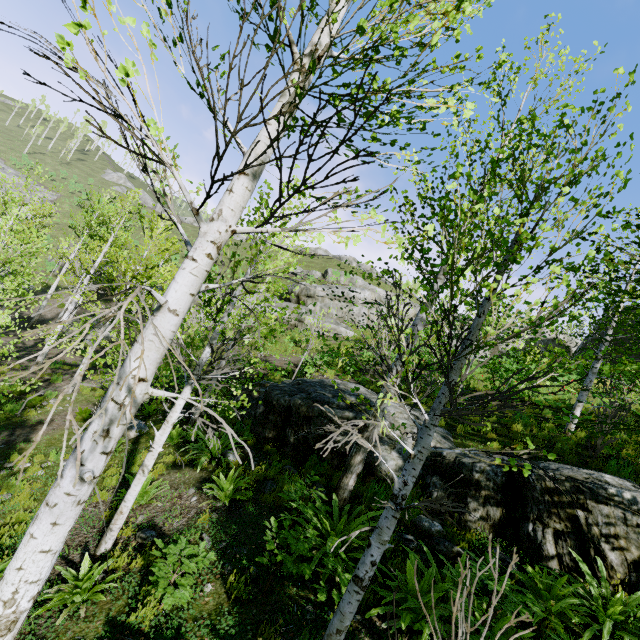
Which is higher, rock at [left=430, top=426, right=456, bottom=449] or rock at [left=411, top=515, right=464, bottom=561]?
rock at [left=430, top=426, right=456, bottom=449]

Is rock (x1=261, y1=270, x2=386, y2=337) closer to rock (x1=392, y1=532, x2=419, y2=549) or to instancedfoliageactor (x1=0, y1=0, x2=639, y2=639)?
rock (x1=392, y1=532, x2=419, y2=549)

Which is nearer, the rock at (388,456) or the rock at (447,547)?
the rock at (447,547)

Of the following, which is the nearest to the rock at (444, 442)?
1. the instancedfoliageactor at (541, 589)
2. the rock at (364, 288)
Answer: the instancedfoliageactor at (541, 589)

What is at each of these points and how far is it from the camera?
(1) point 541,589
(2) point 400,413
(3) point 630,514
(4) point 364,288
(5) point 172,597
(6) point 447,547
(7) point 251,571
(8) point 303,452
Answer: (1) instancedfoliageactor, 4.05m
(2) rock, 10.09m
(3) rock, 4.44m
(4) rock, 42.91m
(5) instancedfoliageactor, 4.15m
(6) rock, 5.01m
(7) instancedfoliageactor, 4.44m
(8) rock, 8.27m

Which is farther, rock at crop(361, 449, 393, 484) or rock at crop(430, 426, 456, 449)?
rock at crop(430, 426, 456, 449)

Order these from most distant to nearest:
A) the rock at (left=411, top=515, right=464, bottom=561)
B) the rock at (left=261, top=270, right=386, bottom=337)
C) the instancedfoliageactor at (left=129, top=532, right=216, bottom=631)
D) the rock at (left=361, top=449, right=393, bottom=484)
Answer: the rock at (left=261, top=270, right=386, bottom=337) → the rock at (left=361, top=449, right=393, bottom=484) → the rock at (left=411, top=515, right=464, bottom=561) → the instancedfoliageactor at (left=129, top=532, right=216, bottom=631)
